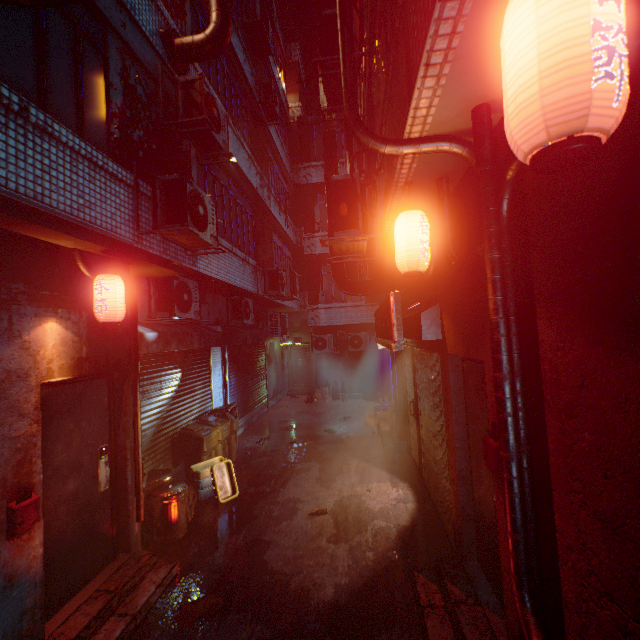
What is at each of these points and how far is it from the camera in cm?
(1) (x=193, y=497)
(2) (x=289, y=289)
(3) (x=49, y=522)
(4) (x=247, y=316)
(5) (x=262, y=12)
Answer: (1) trash bag, 511
(2) air conditioner, 982
(3) door, 288
(4) air conditioner, 841
(5) air conditioner, 885

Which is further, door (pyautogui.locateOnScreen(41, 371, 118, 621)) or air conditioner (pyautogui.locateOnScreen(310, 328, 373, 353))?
air conditioner (pyautogui.locateOnScreen(310, 328, 373, 353))

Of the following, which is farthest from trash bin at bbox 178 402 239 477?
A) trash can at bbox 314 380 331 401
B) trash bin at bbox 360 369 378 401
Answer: trash bin at bbox 360 369 378 401

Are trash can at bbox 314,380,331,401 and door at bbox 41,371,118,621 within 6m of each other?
no

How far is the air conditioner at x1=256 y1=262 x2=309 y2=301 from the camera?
8.5 meters

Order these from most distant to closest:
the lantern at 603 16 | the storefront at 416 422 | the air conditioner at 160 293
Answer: the air conditioner at 160 293
the storefront at 416 422
the lantern at 603 16

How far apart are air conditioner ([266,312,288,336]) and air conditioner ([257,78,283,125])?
6.4m

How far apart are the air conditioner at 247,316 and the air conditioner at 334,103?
4.5m
